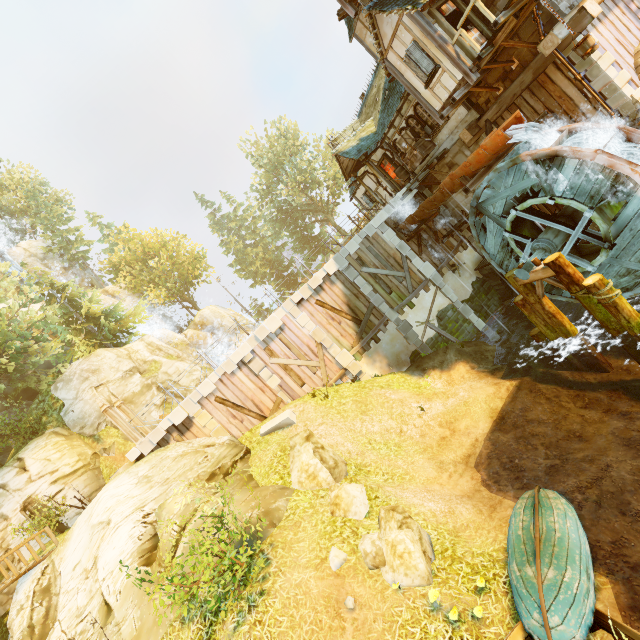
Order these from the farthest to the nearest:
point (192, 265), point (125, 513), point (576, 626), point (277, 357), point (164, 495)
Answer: point (192, 265) < point (277, 357) < point (164, 495) < point (125, 513) < point (576, 626)

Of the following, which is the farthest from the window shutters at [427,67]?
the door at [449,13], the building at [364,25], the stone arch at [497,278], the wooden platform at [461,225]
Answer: the stone arch at [497,278]

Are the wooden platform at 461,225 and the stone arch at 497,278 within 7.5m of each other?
yes

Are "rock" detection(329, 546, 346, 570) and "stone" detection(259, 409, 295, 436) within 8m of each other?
yes

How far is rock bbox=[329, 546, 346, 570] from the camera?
7.4m

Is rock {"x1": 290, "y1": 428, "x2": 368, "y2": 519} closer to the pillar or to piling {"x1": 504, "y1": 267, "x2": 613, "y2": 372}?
the pillar

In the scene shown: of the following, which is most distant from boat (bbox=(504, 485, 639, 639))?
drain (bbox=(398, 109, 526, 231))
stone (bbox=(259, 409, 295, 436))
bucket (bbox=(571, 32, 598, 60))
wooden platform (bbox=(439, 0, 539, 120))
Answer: wooden platform (bbox=(439, 0, 539, 120))

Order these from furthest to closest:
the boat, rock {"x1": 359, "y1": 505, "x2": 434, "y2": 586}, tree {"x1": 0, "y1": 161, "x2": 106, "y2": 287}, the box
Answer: tree {"x1": 0, "y1": 161, "x2": 106, "y2": 287}
the box
rock {"x1": 359, "y1": 505, "x2": 434, "y2": 586}
the boat
